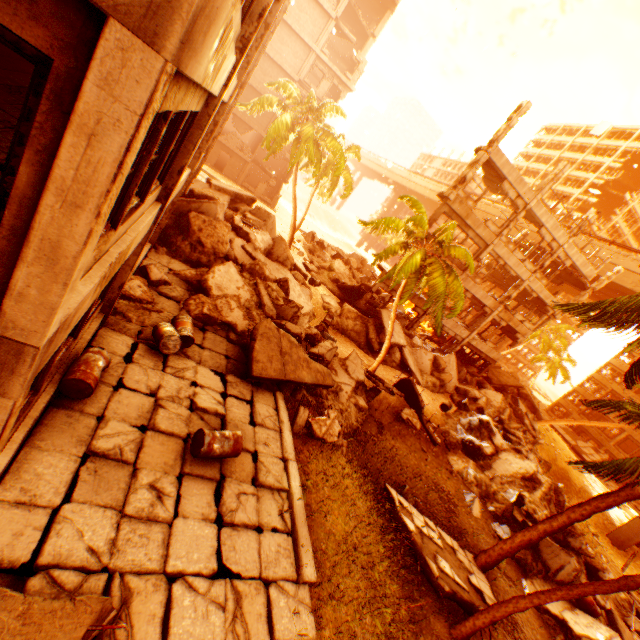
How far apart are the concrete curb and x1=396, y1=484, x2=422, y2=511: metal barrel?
3.12m

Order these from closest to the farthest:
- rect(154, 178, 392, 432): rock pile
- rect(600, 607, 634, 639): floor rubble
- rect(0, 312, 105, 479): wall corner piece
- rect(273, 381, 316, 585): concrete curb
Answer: rect(0, 312, 105, 479): wall corner piece, rect(273, 381, 316, 585): concrete curb, rect(600, 607, 634, 639): floor rubble, rect(154, 178, 392, 432): rock pile

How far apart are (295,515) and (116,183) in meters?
7.1

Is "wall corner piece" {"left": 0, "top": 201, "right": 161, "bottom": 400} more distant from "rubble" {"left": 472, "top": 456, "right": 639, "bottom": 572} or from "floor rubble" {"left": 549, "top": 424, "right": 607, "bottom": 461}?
"floor rubble" {"left": 549, "top": 424, "right": 607, "bottom": 461}

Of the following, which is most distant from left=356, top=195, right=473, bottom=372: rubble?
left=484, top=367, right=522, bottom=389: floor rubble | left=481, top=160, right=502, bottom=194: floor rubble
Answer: left=481, top=160, right=502, bottom=194: floor rubble

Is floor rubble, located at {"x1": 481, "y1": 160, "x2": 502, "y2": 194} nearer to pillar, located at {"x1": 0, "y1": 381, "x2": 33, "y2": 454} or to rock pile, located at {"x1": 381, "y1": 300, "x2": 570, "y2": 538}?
pillar, located at {"x1": 0, "y1": 381, "x2": 33, "y2": 454}

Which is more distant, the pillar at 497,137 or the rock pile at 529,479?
the pillar at 497,137

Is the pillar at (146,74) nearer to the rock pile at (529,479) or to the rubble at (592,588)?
the rock pile at (529,479)
